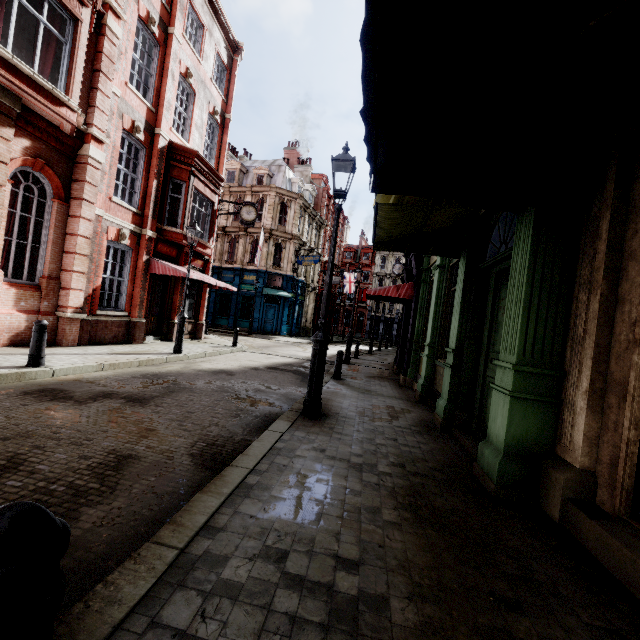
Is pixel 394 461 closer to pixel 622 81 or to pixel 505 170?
pixel 505 170

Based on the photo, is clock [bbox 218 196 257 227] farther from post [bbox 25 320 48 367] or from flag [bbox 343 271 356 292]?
flag [bbox 343 271 356 292]

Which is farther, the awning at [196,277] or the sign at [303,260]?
the sign at [303,260]

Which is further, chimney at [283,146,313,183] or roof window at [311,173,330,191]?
roof window at [311,173,330,191]

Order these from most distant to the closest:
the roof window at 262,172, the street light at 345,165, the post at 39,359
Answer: the roof window at 262,172 → the post at 39,359 → the street light at 345,165

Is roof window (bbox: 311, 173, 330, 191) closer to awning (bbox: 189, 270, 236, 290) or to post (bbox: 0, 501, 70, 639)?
awning (bbox: 189, 270, 236, 290)

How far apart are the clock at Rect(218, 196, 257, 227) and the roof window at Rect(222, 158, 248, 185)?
16.1m

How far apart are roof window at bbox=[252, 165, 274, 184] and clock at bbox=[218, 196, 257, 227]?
14.5 meters
